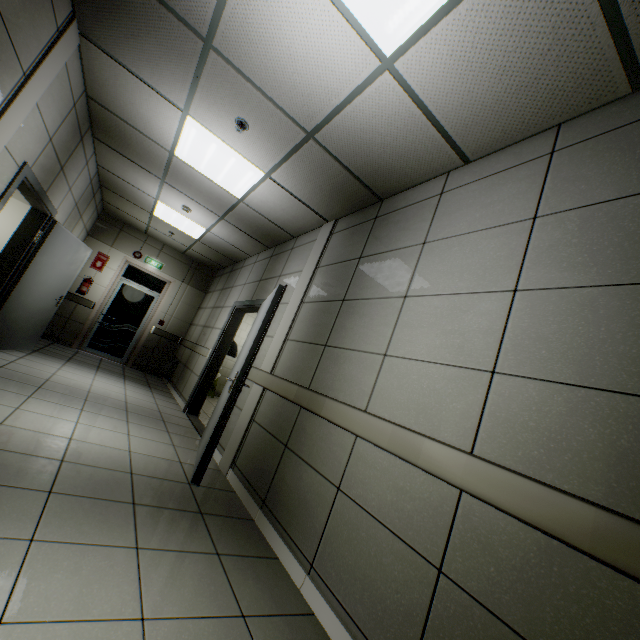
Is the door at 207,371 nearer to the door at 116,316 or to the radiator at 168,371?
the radiator at 168,371

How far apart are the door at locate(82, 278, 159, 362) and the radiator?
1.0 meters

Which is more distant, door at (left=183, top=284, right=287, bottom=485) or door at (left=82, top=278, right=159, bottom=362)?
door at (left=82, top=278, right=159, bottom=362)

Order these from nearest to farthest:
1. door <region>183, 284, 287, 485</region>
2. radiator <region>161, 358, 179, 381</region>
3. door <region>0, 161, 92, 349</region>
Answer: door <region>183, 284, 287, 485</region> → door <region>0, 161, 92, 349</region> → radiator <region>161, 358, 179, 381</region>

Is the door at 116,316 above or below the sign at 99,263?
below

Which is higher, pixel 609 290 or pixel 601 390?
pixel 609 290

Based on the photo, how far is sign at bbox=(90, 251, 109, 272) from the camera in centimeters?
782cm

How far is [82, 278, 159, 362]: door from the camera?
8.02m
